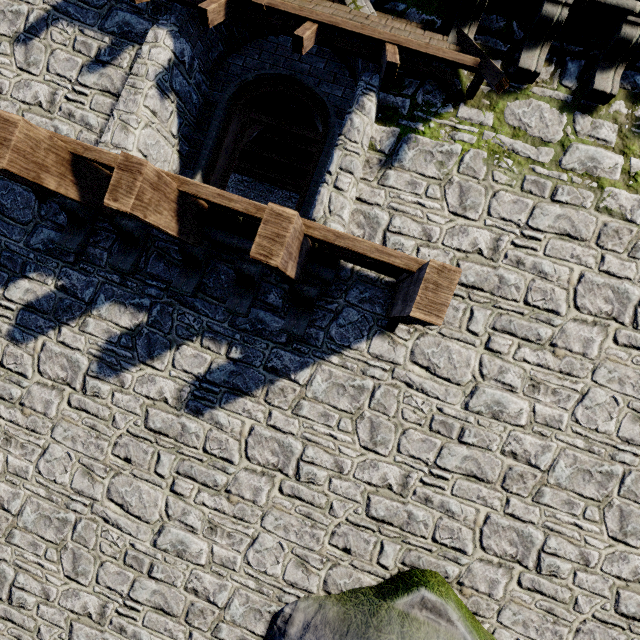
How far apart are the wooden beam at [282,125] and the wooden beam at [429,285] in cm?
862

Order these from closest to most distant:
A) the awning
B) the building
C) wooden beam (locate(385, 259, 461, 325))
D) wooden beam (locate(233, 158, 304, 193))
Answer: wooden beam (locate(385, 259, 461, 325)), the awning, the building, wooden beam (locate(233, 158, 304, 193))

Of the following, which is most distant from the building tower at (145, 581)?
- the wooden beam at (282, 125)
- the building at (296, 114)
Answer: the wooden beam at (282, 125)

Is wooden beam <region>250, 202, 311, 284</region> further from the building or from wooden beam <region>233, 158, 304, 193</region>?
wooden beam <region>233, 158, 304, 193</region>

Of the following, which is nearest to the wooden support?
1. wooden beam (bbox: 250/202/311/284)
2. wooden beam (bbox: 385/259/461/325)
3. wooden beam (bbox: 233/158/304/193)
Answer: wooden beam (bbox: 233/158/304/193)

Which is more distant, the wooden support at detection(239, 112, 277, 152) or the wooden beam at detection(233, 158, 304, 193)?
the wooden beam at detection(233, 158, 304, 193)

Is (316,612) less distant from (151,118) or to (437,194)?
(437,194)

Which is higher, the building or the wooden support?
the building
